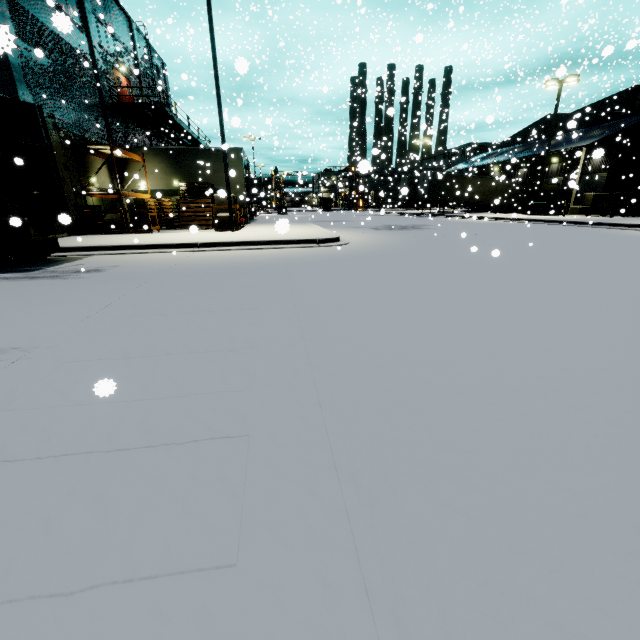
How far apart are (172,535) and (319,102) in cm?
3222

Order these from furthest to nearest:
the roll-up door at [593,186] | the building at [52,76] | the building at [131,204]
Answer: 1. the roll-up door at [593,186]
2. the building at [131,204]
3. the building at [52,76]

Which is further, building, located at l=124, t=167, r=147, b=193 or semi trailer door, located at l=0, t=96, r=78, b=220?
building, located at l=124, t=167, r=147, b=193

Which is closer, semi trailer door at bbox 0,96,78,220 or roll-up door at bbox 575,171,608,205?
semi trailer door at bbox 0,96,78,220

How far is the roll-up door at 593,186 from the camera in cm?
3100

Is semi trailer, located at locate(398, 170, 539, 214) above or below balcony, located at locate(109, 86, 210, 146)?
below

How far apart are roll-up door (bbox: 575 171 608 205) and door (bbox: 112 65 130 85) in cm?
3775

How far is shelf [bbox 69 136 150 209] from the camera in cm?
Answer: 1630
